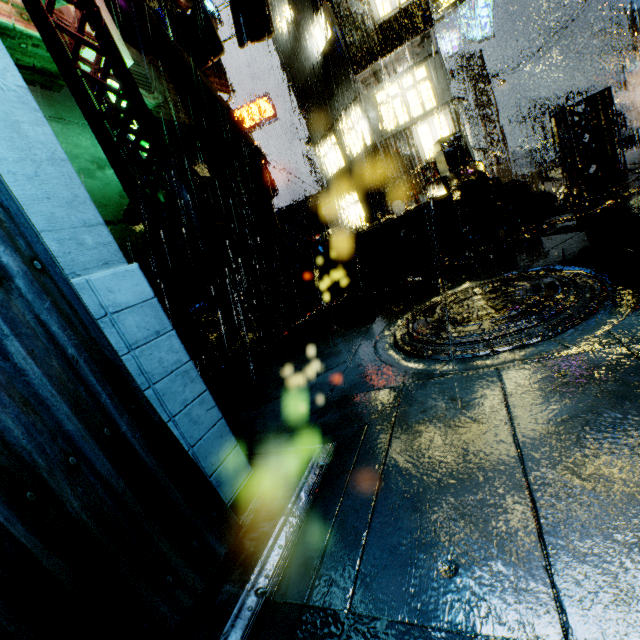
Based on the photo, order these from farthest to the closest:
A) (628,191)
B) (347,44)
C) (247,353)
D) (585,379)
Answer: (347,44) < (247,353) < (628,191) < (585,379)

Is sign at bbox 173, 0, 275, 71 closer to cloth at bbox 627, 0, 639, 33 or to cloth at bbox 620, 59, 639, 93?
cloth at bbox 627, 0, 639, 33

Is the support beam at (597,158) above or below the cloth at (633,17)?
below

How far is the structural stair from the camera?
7.2 meters

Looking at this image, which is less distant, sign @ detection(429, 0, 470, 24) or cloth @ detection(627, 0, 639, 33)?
sign @ detection(429, 0, 470, 24)

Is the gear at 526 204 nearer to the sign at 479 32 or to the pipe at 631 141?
the pipe at 631 141

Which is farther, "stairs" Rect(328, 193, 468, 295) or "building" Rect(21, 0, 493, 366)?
"stairs" Rect(328, 193, 468, 295)

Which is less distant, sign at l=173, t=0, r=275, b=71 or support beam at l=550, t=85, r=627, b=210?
support beam at l=550, t=85, r=627, b=210
